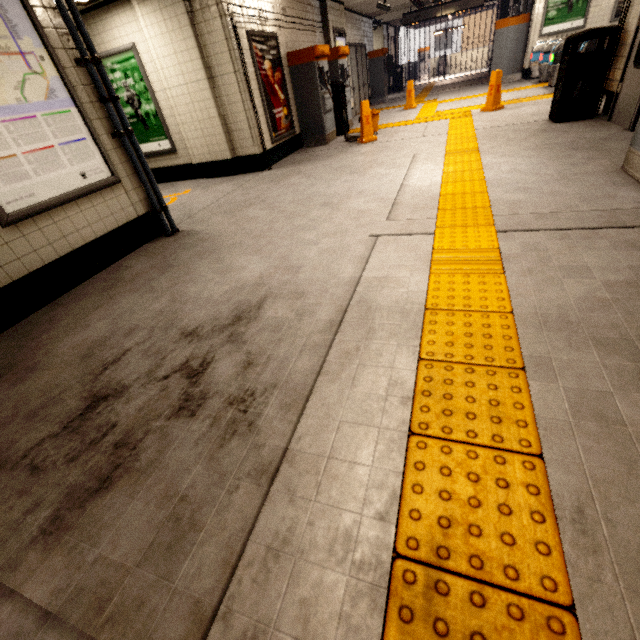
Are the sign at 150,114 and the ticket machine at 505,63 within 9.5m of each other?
no

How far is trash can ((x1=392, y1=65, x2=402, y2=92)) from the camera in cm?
1770

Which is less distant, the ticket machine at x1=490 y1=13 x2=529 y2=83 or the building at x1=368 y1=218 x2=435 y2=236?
the building at x1=368 y1=218 x2=435 y2=236

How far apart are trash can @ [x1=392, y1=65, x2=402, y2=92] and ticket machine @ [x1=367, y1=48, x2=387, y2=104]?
4.75m

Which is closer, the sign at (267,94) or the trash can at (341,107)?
the sign at (267,94)

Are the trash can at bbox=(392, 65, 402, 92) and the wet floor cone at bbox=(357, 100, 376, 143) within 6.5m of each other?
no

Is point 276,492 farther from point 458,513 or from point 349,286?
point 349,286

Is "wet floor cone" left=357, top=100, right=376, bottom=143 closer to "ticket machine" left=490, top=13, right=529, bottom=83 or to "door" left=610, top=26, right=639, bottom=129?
"door" left=610, top=26, right=639, bottom=129
